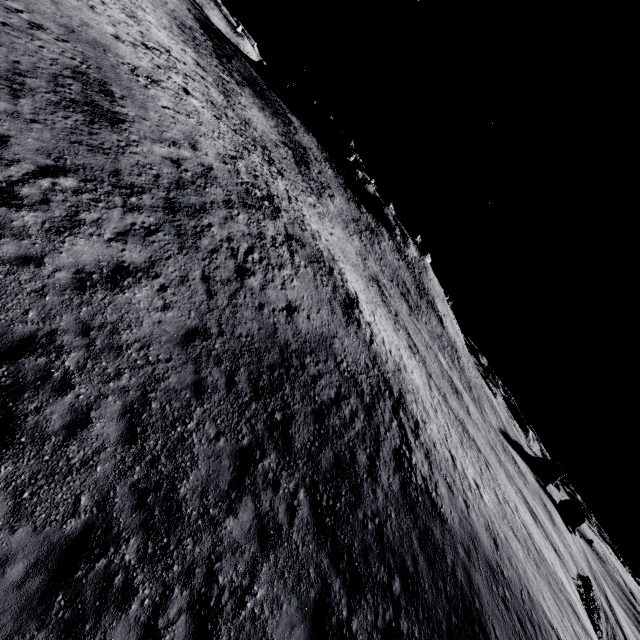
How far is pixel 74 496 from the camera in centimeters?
588cm
